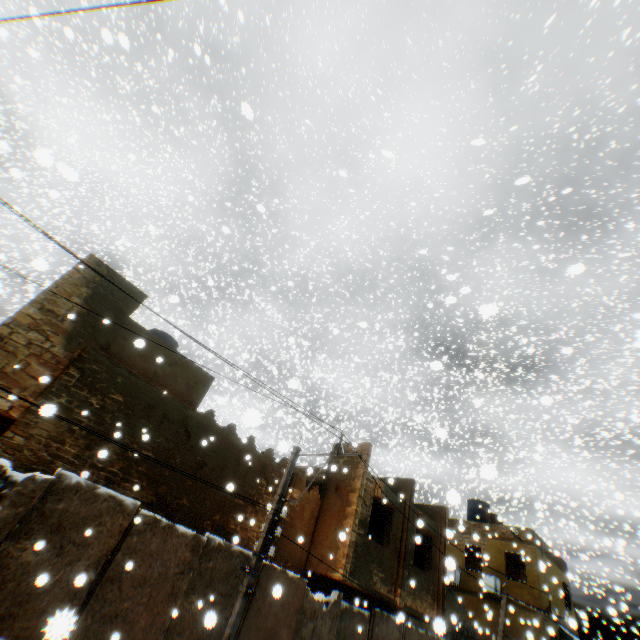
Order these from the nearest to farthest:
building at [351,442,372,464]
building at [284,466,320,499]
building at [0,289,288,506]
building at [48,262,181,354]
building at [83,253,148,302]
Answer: building at [0,289,288,506]
building at [48,262,181,354]
building at [83,253,148,302]
building at [284,466,320,499]
building at [351,442,372,464]

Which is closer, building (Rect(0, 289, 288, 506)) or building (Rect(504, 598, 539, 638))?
building (Rect(0, 289, 288, 506))

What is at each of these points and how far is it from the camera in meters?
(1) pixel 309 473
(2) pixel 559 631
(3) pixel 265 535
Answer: (1) building, 9.4 m
(2) building, 18.6 m
(3) electric pole, 8.1 m

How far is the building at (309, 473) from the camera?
12.8m

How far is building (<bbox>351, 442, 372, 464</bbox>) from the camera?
13.8m

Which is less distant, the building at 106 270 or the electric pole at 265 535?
the electric pole at 265 535
